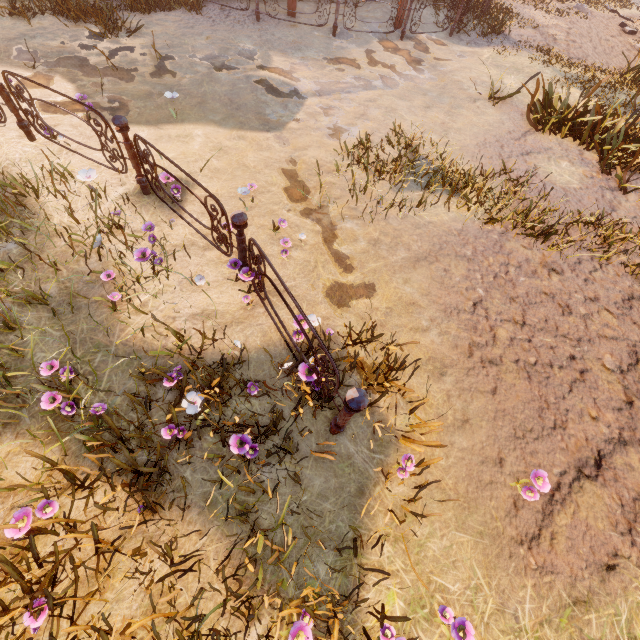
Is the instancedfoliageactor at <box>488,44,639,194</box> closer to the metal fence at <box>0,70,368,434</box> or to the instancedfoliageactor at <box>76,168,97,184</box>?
the metal fence at <box>0,70,368,434</box>

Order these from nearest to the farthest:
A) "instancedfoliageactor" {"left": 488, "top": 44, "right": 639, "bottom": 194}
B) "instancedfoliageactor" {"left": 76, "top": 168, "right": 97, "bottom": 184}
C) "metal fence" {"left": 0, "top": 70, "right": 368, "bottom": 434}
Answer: "metal fence" {"left": 0, "top": 70, "right": 368, "bottom": 434}, "instancedfoliageactor" {"left": 76, "top": 168, "right": 97, "bottom": 184}, "instancedfoliageactor" {"left": 488, "top": 44, "right": 639, "bottom": 194}

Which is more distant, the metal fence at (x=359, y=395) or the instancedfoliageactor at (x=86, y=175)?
the instancedfoliageactor at (x=86, y=175)

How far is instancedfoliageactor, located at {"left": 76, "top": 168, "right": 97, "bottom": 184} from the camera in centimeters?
383cm

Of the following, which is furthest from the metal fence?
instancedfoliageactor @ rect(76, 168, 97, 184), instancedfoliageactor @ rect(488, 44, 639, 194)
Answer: instancedfoliageactor @ rect(488, 44, 639, 194)

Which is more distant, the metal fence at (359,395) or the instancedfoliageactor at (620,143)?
the instancedfoliageactor at (620,143)

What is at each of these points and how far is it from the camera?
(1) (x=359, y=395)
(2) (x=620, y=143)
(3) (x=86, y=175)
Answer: (1) metal fence, 2.21m
(2) instancedfoliageactor, 5.48m
(3) instancedfoliageactor, 3.87m
